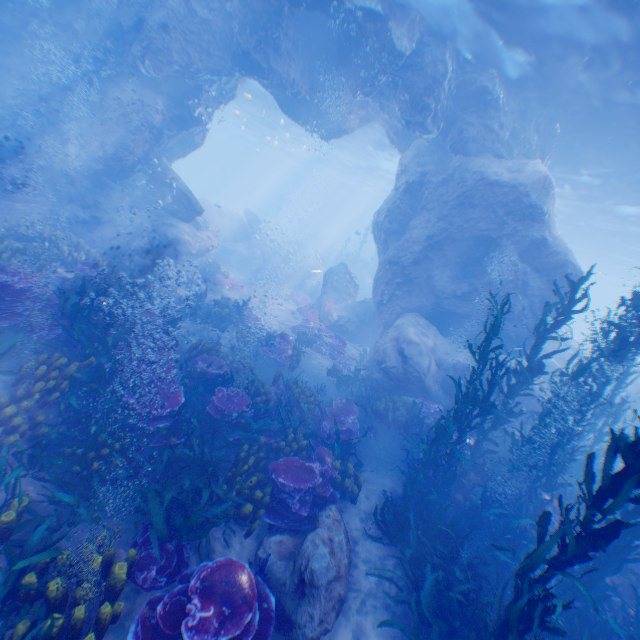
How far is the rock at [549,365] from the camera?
11.7m

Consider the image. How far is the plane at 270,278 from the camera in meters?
24.4

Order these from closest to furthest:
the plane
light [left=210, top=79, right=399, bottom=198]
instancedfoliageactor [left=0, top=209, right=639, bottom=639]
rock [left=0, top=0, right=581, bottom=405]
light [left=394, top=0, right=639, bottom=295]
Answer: instancedfoliageactor [left=0, top=209, right=639, bottom=639] → light [left=394, top=0, right=639, bottom=295] → rock [left=0, top=0, right=581, bottom=405] → the plane → light [left=210, top=79, right=399, bottom=198]

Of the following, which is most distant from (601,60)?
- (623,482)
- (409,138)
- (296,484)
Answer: (296,484)

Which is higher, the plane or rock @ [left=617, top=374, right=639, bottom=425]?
rock @ [left=617, top=374, right=639, bottom=425]

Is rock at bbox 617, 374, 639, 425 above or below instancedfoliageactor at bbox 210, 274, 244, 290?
above

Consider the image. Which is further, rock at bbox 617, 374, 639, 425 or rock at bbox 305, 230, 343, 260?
rock at bbox 305, 230, 343, 260

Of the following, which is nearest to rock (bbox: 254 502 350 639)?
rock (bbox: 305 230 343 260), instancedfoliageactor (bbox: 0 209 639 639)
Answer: instancedfoliageactor (bbox: 0 209 639 639)
